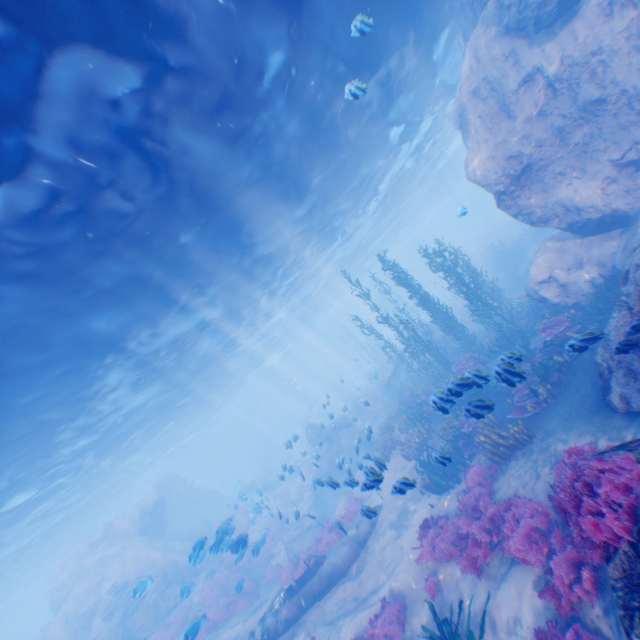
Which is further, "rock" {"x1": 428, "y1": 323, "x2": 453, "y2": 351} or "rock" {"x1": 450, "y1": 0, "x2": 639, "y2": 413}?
"rock" {"x1": 428, "y1": 323, "x2": 453, "y2": 351}

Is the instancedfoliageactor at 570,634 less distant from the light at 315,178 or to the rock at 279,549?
the rock at 279,549

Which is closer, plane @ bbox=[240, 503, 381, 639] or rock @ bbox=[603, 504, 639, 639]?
rock @ bbox=[603, 504, 639, 639]

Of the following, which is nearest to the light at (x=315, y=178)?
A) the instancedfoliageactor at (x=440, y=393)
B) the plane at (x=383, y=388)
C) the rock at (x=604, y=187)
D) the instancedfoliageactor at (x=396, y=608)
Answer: the rock at (x=604, y=187)

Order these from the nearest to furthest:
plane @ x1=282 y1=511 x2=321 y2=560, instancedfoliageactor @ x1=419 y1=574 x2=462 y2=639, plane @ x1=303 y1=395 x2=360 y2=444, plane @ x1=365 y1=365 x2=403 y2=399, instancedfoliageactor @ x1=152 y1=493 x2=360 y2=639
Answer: instancedfoliageactor @ x1=419 y1=574 x2=462 y2=639
instancedfoliageactor @ x1=152 y1=493 x2=360 y2=639
plane @ x1=282 y1=511 x2=321 y2=560
plane @ x1=303 y1=395 x2=360 y2=444
plane @ x1=365 y1=365 x2=403 y2=399

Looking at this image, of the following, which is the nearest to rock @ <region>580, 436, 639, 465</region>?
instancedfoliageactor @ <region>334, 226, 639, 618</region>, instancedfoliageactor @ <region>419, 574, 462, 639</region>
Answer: instancedfoliageactor @ <region>334, 226, 639, 618</region>

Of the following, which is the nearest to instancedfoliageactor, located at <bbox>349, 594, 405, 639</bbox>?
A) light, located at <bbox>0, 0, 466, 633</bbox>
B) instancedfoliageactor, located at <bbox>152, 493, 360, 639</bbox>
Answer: light, located at <bbox>0, 0, 466, 633</bbox>

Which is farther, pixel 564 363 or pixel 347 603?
pixel 347 603
